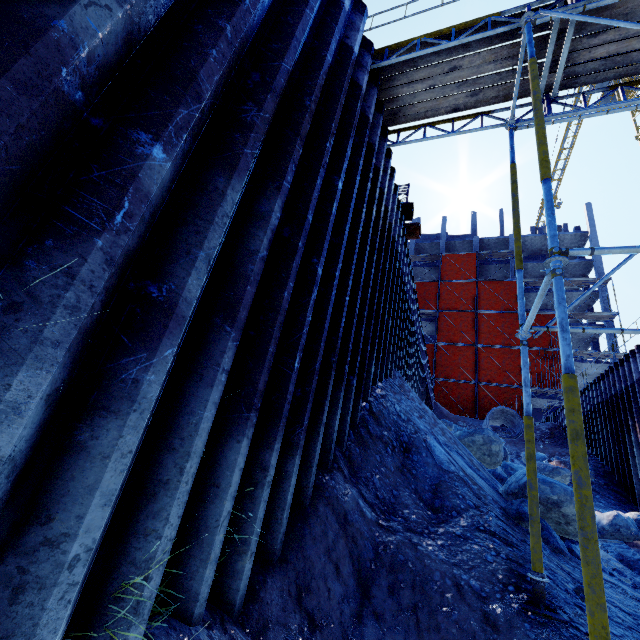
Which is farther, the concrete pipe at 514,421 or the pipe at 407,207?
the concrete pipe at 514,421

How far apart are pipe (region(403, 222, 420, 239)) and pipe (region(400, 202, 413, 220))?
0.3m

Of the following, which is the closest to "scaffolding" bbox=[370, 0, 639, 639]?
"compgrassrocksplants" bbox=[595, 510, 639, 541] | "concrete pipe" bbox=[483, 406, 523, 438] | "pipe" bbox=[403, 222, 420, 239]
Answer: "pipe" bbox=[403, 222, 420, 239]

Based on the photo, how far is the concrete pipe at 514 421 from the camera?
20.5 meters

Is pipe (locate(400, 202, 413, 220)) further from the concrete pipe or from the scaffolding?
the concrete pipe

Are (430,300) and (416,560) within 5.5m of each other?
no

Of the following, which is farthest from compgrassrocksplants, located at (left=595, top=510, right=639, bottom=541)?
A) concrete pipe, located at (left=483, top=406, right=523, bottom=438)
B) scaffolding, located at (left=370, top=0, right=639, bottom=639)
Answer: concrete pipe, located at (left=483, top=406, right=523, bottom=438)
